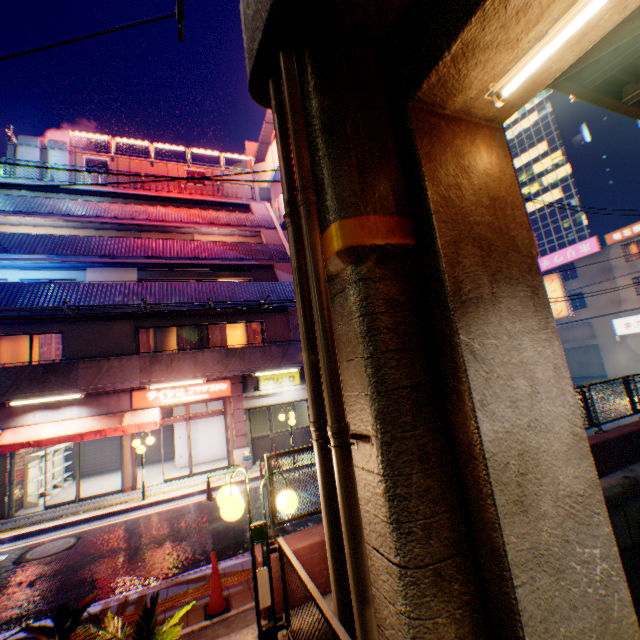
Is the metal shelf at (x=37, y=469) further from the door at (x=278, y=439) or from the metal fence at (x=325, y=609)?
the door at (x=278, y=439)

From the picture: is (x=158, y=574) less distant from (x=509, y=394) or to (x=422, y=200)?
(x=509, y=394)

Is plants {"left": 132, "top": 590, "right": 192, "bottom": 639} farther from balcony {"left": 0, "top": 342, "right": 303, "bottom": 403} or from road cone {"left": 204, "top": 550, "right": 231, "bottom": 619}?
balcony {"left": 0, "top": 342, "right": 303, "bottom": 403}

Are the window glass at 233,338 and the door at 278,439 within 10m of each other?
yes

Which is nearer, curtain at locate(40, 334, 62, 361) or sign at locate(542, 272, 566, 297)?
curtain at locate(40, 334, 62, 361)

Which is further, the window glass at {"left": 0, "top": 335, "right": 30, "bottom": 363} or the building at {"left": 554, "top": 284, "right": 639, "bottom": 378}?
the building at {"left": 554, "top": 284, "right": 639, "bottom": 378}

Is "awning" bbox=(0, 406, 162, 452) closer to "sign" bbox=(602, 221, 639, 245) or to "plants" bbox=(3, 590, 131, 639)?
"plants" bbox=(3, 590, 131, 639)

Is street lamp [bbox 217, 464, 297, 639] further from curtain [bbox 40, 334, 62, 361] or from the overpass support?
curtain [bbox 40, 334, 62, 361]
